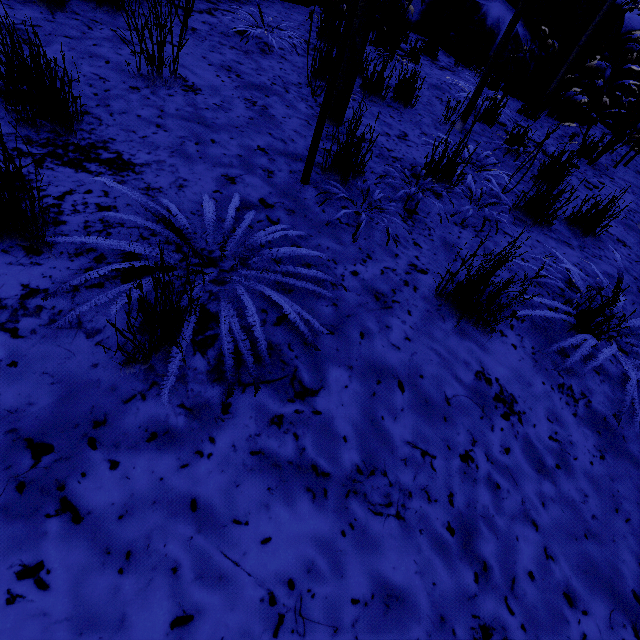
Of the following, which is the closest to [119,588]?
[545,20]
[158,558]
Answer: [158,558]

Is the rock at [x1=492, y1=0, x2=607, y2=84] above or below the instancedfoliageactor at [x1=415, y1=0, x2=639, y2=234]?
above

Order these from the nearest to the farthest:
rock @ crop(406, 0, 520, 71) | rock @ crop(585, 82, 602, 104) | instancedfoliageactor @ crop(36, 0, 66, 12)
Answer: instancedfoliageactor @ crop(36, 0, 66, 12), rock @ crop(406, 0, 520, 71), rock @ crop(585, 82, 602, 104)

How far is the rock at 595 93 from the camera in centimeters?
745cm

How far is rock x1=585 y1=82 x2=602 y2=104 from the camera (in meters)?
7.45

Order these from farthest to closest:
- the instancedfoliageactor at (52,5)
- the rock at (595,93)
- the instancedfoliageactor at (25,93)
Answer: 1. the rock at (595,93)
2. the instancedfoliageactor at (52,5)
3. the instancedfoliageactor at (25,93)

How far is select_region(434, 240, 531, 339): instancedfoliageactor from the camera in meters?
1.5 m
